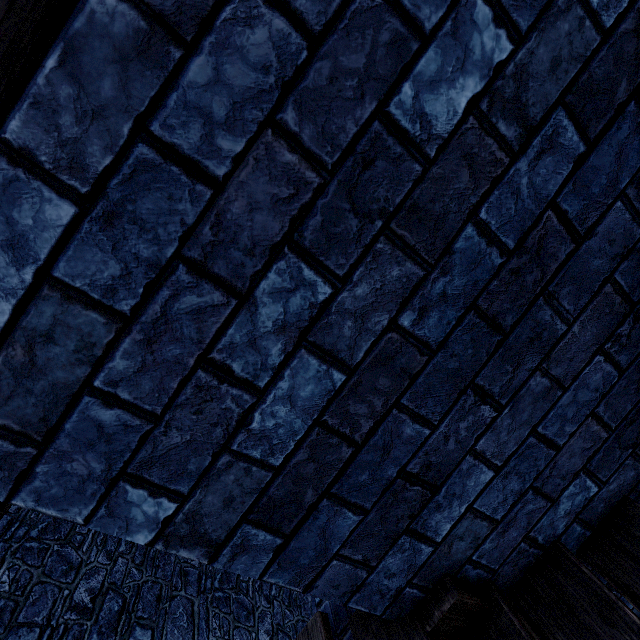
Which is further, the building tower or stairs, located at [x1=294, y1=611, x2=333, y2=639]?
the building tower

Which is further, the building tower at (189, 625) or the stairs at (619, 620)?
the building tower at (189, 625)

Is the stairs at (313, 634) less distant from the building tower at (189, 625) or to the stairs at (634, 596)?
the stairs at (634, 596)

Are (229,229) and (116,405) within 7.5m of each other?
yes

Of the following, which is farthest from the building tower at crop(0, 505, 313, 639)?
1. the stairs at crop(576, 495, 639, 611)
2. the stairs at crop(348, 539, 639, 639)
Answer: the stairs at crop(576, 495, 639, 611)

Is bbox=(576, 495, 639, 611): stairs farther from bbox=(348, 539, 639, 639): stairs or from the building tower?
the building tower
